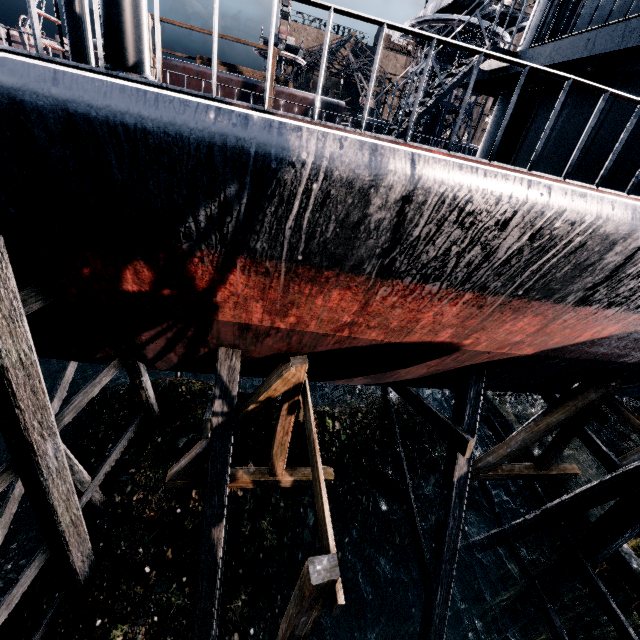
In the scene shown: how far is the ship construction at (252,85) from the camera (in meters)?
24.80

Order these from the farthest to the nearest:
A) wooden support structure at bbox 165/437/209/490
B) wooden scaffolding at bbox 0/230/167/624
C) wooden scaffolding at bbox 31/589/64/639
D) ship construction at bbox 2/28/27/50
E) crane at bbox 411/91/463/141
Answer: ship construction at bbox 2/28/27/50 < crane at bbox 411/91/463/141 < wooden support structure at bbox 165/437/209/490 < wooden scaffolding at bbox 31/589/64/639 < wooden scaffolding at bbox 0/230/167/624

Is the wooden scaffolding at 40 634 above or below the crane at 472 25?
below

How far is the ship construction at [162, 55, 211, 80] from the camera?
24.1 meters

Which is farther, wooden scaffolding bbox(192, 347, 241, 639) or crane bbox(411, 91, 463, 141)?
crane bbox(411, 91, 463, 141)

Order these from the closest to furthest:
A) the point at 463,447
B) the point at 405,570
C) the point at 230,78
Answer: the point at 463,447, the point at 405,570, the point at 230,78

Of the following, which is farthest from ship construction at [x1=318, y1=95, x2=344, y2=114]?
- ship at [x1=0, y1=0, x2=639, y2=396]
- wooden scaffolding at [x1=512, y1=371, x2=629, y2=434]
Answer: wooden scaffolding at [x1=512, y1=371, x2=629, y2=434]

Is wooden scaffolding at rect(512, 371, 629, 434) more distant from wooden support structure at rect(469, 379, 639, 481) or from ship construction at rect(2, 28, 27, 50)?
ship construction at rect(2, 28, 27, 50)
